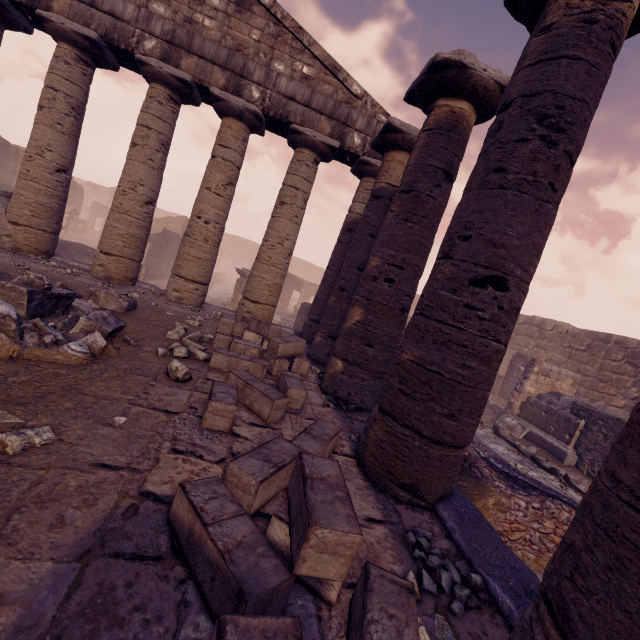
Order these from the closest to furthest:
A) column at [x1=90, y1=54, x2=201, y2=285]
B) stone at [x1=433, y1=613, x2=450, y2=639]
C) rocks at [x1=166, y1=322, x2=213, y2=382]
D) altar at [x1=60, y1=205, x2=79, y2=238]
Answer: stone at [x1=433, y1=613, x2=450, y2=639] → rocks at [x1=166, y1=322, x2=213, y2=382] → column at [x1=90, y1=54, x2=201, y2=285] → altar at [x1=60, y1=205, x2=79, y2=238]

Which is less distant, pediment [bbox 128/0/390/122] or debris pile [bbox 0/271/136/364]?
debris pile [bbox 0/271/136/364]

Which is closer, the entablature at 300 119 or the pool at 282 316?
the entablature at 300 119

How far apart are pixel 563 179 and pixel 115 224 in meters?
9.3

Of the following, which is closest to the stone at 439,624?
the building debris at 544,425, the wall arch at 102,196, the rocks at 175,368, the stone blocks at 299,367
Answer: the stone blocks at 299,367

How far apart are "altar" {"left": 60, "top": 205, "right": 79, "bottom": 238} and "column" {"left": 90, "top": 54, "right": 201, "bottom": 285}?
17.2 meters

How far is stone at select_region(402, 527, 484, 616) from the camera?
2.20m

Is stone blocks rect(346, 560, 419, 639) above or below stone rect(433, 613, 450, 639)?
above
